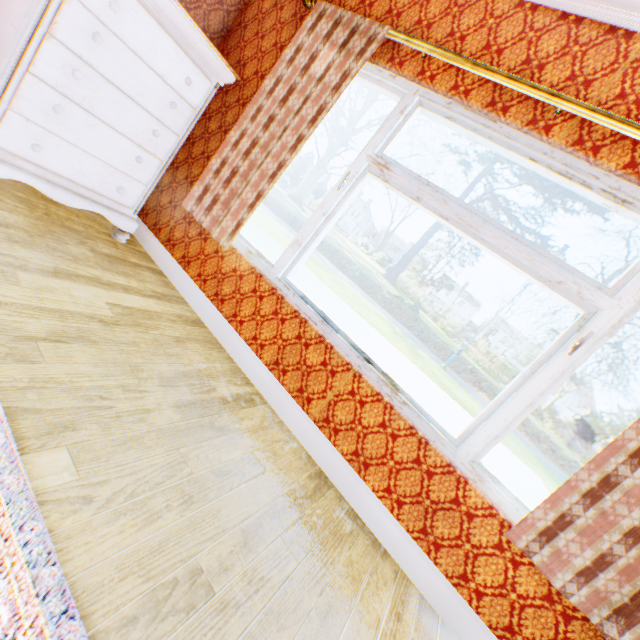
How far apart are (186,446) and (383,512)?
1.20m

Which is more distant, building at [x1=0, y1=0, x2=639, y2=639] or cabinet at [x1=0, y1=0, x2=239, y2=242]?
cabinet at [x1=0, y1=0, x2=239, y2=242]

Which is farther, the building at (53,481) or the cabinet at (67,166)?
the cabinet at (67,166)
